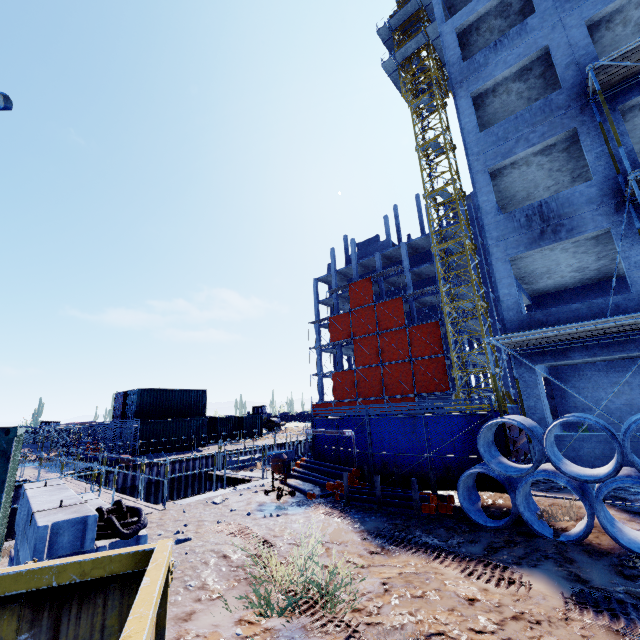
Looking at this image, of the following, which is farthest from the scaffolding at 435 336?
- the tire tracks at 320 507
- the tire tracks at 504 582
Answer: the tire tracks at 504 582

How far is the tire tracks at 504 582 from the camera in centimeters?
492cm

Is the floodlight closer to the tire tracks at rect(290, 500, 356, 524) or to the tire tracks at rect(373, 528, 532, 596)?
the tire tracks at rect(290, 500, 356, 524)

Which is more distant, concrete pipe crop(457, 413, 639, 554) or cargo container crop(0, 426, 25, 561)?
concrete pipe crop(457, 413, 639, 554)

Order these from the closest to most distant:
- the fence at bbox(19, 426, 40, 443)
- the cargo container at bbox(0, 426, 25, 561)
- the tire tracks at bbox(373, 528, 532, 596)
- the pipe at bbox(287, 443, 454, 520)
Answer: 1. the cargo container at bbox(0, 426, 25, 561)
2. the tire tracks at bbox(373, 528, 532, 596)
3. the pipe at bbox(287, 443, 454, 520)
4. the fence at bbox(19, 426, 40, 443)

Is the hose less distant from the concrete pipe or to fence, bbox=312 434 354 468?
the concrete pipe

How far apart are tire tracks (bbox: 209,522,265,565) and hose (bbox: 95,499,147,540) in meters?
2.2

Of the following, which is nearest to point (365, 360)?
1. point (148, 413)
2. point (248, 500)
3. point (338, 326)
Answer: point (338, 326)
